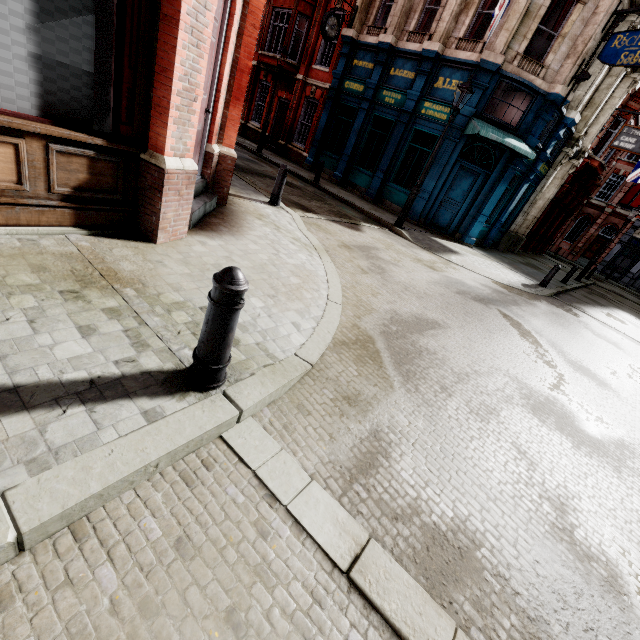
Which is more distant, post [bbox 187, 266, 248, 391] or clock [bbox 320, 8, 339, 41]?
clock [bbox 320, 8, 339, 41]

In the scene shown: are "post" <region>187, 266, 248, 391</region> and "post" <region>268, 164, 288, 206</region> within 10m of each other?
yes

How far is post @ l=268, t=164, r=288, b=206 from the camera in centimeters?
753cm

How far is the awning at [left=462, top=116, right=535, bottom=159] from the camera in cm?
1124

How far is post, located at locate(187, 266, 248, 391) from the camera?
2.06m

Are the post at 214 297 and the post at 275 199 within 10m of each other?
yes

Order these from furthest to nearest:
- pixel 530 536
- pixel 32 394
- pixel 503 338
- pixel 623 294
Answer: pixel 623 294, pixel 503 338, pixel 530 536, pixel 32 394

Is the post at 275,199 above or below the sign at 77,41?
below
